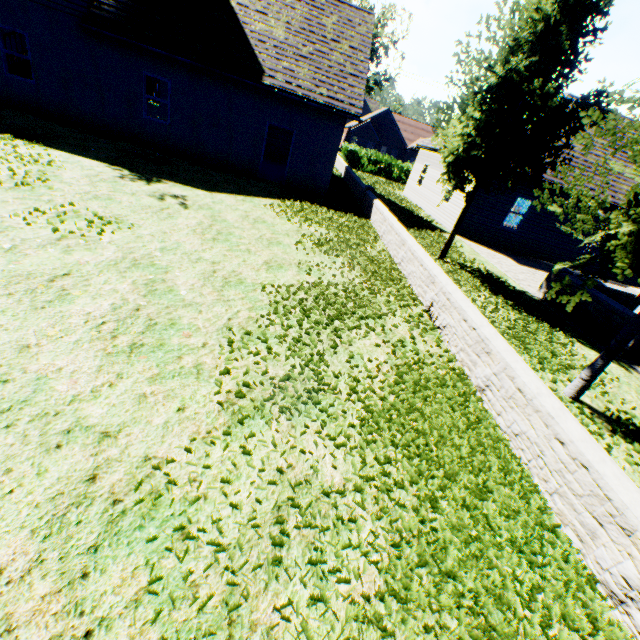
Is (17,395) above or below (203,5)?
below

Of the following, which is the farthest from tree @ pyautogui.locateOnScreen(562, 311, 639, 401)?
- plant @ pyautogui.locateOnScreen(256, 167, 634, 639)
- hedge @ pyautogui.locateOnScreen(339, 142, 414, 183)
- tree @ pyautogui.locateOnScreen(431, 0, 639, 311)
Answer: hedge @ pyautogui.locateOnScreen(339, 142, 414, 183)

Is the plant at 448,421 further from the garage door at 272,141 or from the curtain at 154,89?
the curtain at 154,89

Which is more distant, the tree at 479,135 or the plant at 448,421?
the tree at 479,135

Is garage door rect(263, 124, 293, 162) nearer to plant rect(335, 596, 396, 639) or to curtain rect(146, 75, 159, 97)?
curtain rect(146, 75, 159, 97)

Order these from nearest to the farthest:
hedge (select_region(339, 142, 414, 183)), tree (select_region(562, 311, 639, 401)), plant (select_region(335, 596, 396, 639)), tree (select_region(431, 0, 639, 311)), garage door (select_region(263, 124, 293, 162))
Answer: plant (select_region(335, 596, 396, 639)), tree (select_region(431, 0, 639, 311)), tree (select_region(562, 311, 639, 401)), garage door (select_region(263, 124, 293, 162)), hedge (select_region(339, 142, 414, 183))

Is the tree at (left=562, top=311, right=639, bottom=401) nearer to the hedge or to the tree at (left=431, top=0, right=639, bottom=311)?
the tree at (left=431, top=0, right=639, bottom=311)

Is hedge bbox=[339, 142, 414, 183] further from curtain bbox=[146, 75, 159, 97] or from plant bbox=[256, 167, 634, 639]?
plant bbox=[256, 167, 634, 639]
